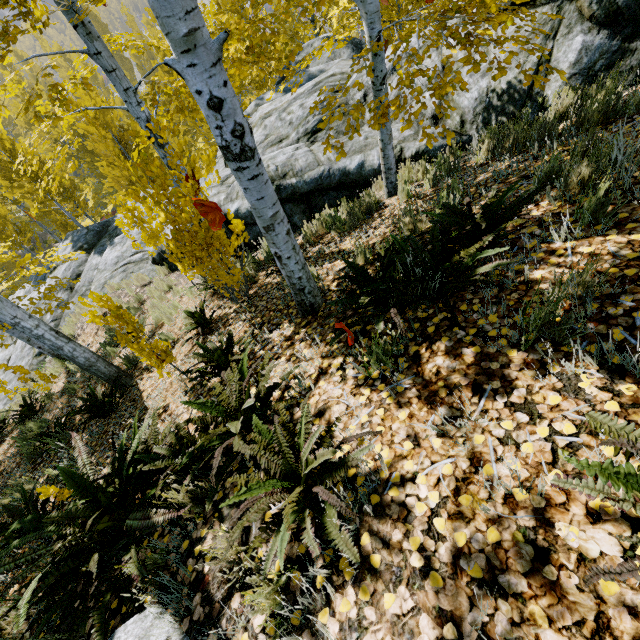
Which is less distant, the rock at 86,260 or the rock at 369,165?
the rock at 369,165

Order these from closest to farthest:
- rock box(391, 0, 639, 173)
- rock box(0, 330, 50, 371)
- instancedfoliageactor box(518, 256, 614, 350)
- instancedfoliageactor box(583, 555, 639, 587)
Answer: instancedfoliageactor box(583, 555, 639, 587)
instancedfoliageactor box(518, 256, 614, 350)
rock box(391, 0, 639, 173)
rock box(0, 330, 50, 371)

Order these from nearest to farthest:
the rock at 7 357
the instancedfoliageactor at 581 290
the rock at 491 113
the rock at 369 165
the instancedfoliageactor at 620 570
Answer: the instancedfoliageactor at 620 570 < the instancedfoliageactor at 581 290 < the rock at 491 113 < the rock at 369 165 < the rock at 7 357

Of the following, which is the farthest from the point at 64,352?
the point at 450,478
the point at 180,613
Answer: the point at 450,478

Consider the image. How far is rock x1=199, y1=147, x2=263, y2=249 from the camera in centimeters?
729cm

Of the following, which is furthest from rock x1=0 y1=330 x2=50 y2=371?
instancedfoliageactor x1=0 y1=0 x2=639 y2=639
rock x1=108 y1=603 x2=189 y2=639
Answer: rock x1=108 y1=603 x2=189 y2=639

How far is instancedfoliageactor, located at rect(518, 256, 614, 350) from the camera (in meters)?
1.52
